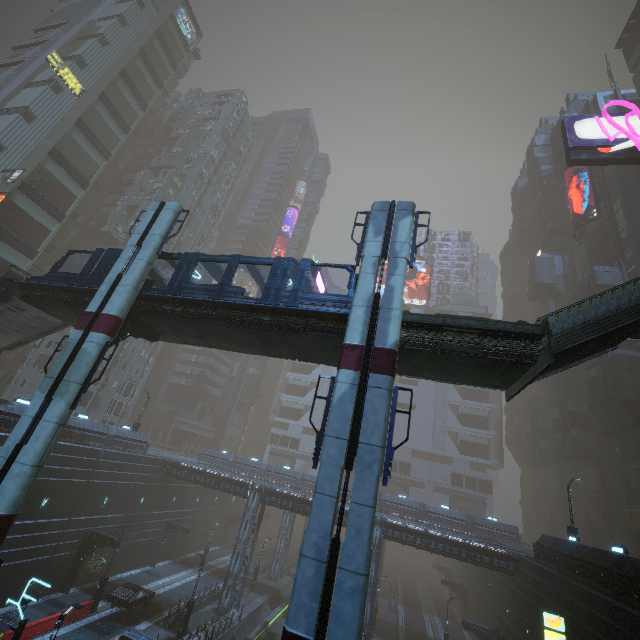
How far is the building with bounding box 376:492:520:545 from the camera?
41.2 meters

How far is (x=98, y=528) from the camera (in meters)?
31.94

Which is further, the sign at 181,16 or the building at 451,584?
the sign at 181,16

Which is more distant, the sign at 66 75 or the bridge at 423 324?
the sign at 66 75

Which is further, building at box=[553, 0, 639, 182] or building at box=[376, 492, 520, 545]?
building at box=[553, 0, 639, 182]

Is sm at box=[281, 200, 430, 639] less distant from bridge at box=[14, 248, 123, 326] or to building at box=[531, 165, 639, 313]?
bridge at box=[14, 248, 123, 326]

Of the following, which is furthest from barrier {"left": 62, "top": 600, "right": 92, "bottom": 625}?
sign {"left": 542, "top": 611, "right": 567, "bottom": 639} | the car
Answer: sign {"left": 542, "top": 611, "right": 567, "bottom": 639}

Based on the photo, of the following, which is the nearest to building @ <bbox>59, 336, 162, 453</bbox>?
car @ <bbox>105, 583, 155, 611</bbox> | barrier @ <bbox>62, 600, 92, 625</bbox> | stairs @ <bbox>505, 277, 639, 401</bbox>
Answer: car @ <bbox>105, 583, 155, 611</bbox>
